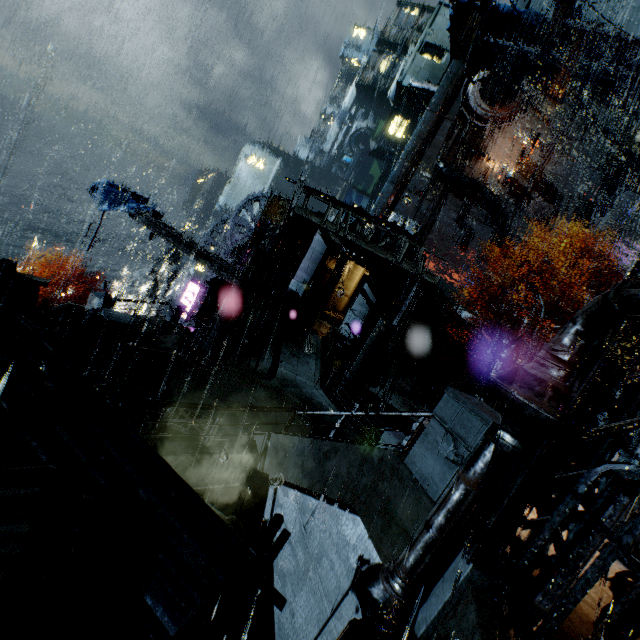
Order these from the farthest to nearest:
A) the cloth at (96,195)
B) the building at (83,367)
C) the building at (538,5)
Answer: the building at (538,5) → the cloth at (96,195) → the building at (83,367)

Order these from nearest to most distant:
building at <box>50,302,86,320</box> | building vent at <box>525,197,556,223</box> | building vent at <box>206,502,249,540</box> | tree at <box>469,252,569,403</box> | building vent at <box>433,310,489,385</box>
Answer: building vent at <box>206,502,249,540</box>, building at <box>50,302,86,320</box>, tree at <box>469,252,569,403</box>, building vent at <box>433,310,489,385</box>, building vent at <box>525,197,556,223</box>

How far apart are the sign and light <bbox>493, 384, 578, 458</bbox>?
23.7m

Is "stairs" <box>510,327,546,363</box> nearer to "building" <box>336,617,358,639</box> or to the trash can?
"building" <box>336,617,358,639</box>

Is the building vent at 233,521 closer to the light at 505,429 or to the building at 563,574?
the building at 563,574

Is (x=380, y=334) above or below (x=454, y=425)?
below

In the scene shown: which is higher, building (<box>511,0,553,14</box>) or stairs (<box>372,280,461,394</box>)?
building (<box>511,0,553,14</box>)

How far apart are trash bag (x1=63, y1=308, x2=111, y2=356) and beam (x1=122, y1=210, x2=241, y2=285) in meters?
8.5
